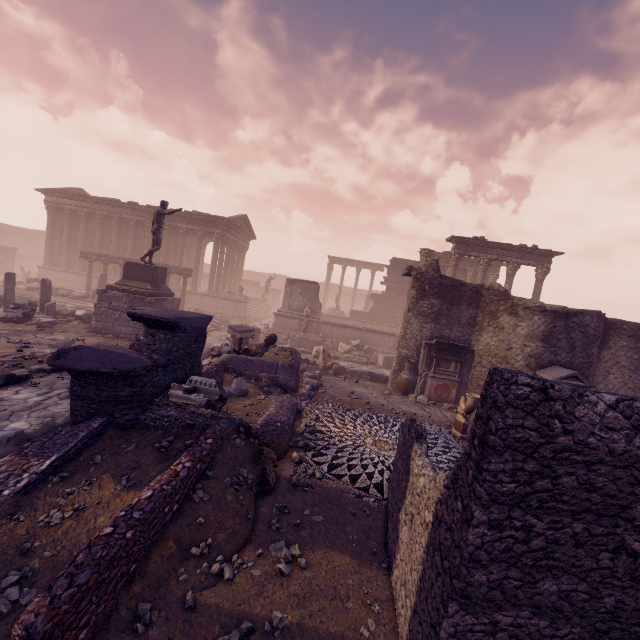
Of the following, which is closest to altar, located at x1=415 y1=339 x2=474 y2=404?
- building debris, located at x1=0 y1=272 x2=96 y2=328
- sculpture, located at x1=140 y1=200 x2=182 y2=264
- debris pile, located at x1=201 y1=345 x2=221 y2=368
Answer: debris pile, located at x1=201 y1=345 x2=221 y2=368

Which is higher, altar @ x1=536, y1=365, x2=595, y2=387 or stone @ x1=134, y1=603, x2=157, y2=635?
altar @ x1=536, y1=365, x2=595, y2=387

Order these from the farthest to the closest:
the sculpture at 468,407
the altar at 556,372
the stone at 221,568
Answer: the altar at 556,372 < the sculpture at 468,407 < the stone at 221,568

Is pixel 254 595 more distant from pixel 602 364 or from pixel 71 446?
pixel 602 364

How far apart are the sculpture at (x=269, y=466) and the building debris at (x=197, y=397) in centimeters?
116cm

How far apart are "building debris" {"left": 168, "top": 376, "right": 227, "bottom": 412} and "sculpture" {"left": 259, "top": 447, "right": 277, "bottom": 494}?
1.2 meters

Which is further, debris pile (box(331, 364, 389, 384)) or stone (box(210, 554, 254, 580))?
debris pile (box(331, 364, 389, 384))

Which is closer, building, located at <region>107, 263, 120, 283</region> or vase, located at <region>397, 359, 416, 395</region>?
vase, located at <region>397, 359, 416, 395</region>
